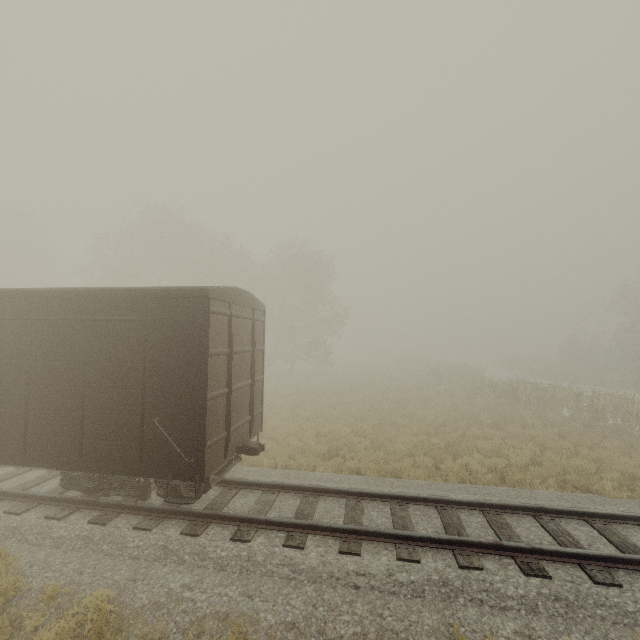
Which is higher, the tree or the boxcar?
the tree

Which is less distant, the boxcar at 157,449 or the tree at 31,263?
the boxcar at 157,449

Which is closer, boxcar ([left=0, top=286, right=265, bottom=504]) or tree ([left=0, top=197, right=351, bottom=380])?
boxcar ([left=0, top=286, right=265, bottom=504])

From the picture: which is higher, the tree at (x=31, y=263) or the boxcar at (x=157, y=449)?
the tree at (x=31, y=263)

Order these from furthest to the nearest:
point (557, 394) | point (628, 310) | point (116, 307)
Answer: point (628, 310)
point (557, 394)
point (116, 307)
